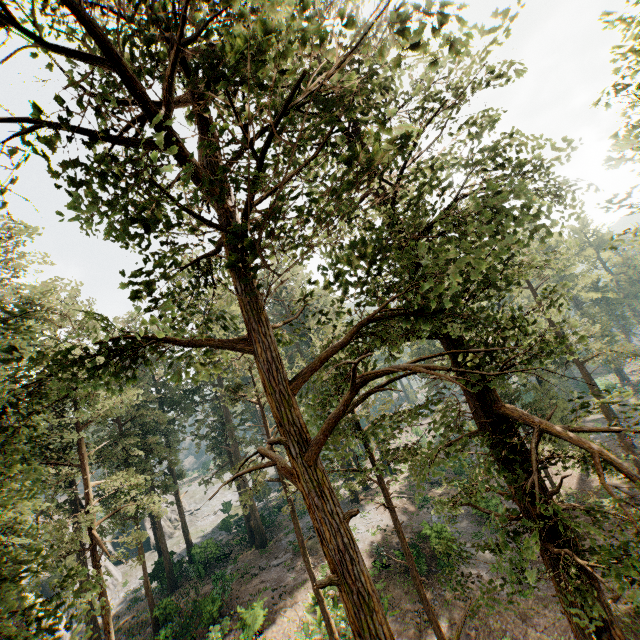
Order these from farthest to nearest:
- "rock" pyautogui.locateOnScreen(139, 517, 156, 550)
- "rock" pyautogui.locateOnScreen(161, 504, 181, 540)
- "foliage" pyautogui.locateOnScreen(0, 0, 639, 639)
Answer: "rock" pyautogui.locateOnScreen(161, 504, 181, 540) → "rock" pyautogui.locateOnScreen(139, 517, 156, 550) → "foliage" pyautogui.locateOnScreen(0, 0, 639, 639)

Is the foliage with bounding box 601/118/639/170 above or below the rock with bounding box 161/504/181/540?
above

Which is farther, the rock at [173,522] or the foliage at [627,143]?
the rock at [173,522]

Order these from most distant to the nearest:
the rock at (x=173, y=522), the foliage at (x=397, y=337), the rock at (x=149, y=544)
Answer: the rock at (x=173, y=522), the rock at (x=149, y=544), the foliage at (x=397, y=337)

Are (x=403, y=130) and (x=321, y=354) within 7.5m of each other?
yes

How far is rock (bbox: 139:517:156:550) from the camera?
47.3m
